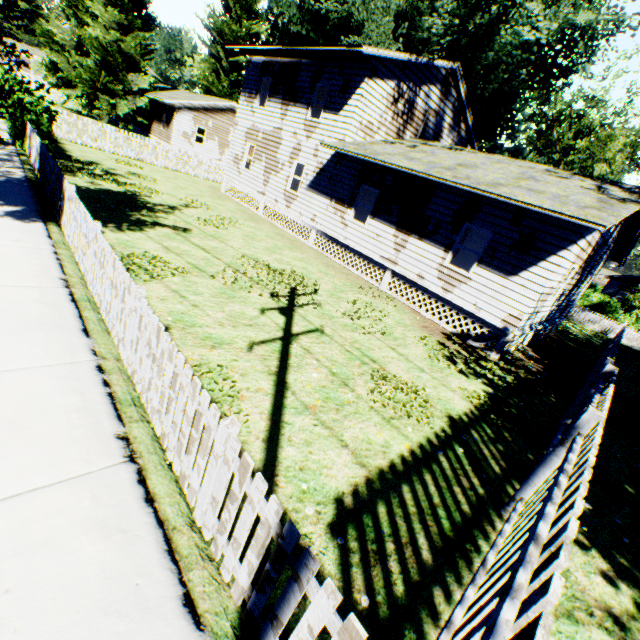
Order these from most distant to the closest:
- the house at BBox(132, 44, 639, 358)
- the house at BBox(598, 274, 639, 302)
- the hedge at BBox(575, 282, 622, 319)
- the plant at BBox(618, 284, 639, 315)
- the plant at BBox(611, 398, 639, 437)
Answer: the house at BBox(598, 274, 639, 302)
the hedge at BBox(575, 282, 622, 319)
the plant at BBox(618, 284, 639, 315)
the house at BBox(132, 44, 639, 358)
the plant at BBox(611, 398, 639, 437)

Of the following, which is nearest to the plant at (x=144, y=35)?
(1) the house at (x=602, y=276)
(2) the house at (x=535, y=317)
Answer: (2) the house at (x=535, y=317)

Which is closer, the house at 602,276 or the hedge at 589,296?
the hedge at 589,296

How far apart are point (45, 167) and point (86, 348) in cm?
859

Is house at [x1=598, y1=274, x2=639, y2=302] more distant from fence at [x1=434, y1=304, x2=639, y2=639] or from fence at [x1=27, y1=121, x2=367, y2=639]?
fence at [x1=27, y1=121, x2=367, y2=639]

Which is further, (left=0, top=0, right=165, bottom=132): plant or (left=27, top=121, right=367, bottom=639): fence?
(left=0, top=0, right=165, bottom=132): plant

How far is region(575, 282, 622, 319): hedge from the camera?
36.50m

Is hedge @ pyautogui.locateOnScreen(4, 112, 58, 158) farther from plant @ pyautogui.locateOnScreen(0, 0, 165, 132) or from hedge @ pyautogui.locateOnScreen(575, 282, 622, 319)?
hedge @ pyautogui.locateOnScreen(575, 282, 622, 319)
